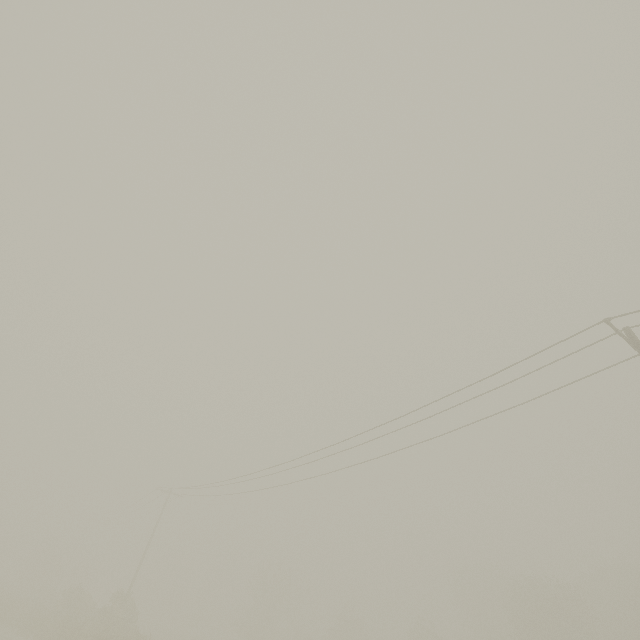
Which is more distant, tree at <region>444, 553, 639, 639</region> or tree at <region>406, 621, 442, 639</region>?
tree at <region>406, 621, 442, 639</region>

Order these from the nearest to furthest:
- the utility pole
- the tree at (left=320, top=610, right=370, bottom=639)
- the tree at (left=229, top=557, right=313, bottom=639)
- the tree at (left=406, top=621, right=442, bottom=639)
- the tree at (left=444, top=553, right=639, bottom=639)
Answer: the utility pole, the tree at (left=444, top=553, right=639, bottom=639), the tree at (left=406, top=621, right=442, bottom=639), the tree at (left=229, top=557, right=313, bottom=639), the tree at (left=320, top=610, right=370, bottom=639)

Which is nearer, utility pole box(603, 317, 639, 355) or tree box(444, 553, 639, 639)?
utility pole box(603, 317, 639, 355)

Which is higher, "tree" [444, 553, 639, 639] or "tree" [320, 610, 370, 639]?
"tree" [444, 553, 639, 639]

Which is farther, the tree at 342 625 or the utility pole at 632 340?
the tree at 342 625

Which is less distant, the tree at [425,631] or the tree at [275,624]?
the tree at [425,631]

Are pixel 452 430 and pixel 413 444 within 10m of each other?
yes
